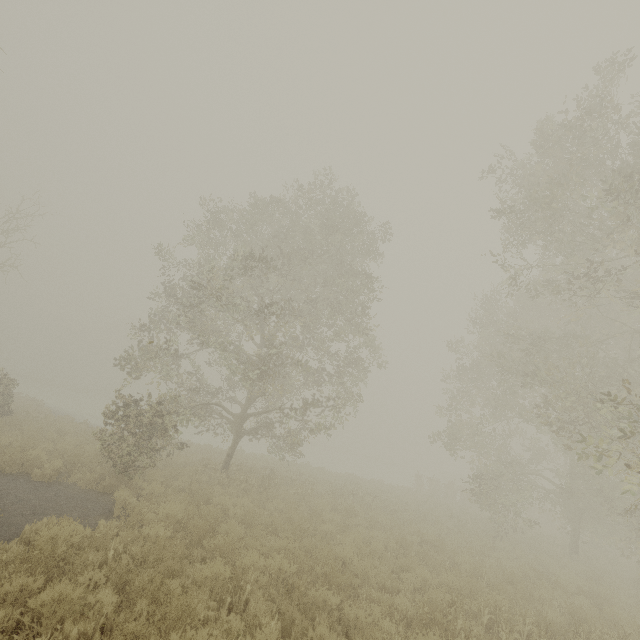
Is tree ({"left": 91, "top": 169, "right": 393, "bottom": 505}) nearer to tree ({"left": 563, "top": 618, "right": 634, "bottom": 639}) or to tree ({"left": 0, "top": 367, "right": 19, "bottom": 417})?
tree ({"left": 563, "top": 618, "right": 634, "bottom": 639})

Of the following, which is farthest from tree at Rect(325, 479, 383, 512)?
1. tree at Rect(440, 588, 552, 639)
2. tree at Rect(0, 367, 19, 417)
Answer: tree at Rect(0, 367, 19, 417)

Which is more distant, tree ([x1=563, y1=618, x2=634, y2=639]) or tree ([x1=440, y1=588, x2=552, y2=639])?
tree ([x1=563, y1=618, x2=634, y2=639])

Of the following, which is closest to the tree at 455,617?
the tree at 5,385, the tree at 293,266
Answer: the tree at 293,266

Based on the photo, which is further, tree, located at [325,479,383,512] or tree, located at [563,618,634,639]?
tree, located at [325,479,383,512]

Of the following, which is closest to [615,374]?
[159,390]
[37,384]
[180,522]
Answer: [180,522]
